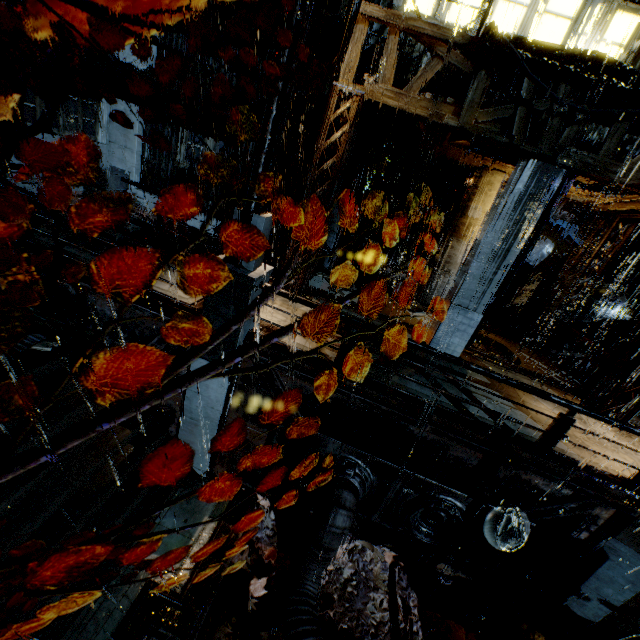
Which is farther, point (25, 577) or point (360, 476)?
point (360, 476)

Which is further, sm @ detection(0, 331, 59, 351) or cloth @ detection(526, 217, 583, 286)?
cloth @ detection(526, 217, 583, 286)

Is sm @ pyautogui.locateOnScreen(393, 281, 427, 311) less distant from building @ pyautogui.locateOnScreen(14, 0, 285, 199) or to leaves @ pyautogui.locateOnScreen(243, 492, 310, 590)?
building @ pyautogui.locateOnScreen(14, 0, 285, 199)

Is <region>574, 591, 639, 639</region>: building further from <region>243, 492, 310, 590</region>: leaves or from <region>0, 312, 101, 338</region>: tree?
<region>0, 312, 101, 338</region>: tree

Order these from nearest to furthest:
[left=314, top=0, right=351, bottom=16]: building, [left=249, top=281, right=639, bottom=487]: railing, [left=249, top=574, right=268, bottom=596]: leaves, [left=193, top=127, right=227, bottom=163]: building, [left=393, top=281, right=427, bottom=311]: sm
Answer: [left=249, top=281, right=639, bottom=487]: railing < [left=249, top=574, right=268, bottom=596]: leaves < [left=314, top=0, right=351, bottom=16]: building < [left=393, top=281, right=427, bottom=311]: sm < [left=193, top=127, right=227, bottom=163]: building

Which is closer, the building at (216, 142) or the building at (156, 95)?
the building at (156, 95)

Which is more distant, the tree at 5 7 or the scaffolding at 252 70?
the scaffolding at 252 70

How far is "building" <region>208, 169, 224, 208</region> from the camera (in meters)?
17.74
